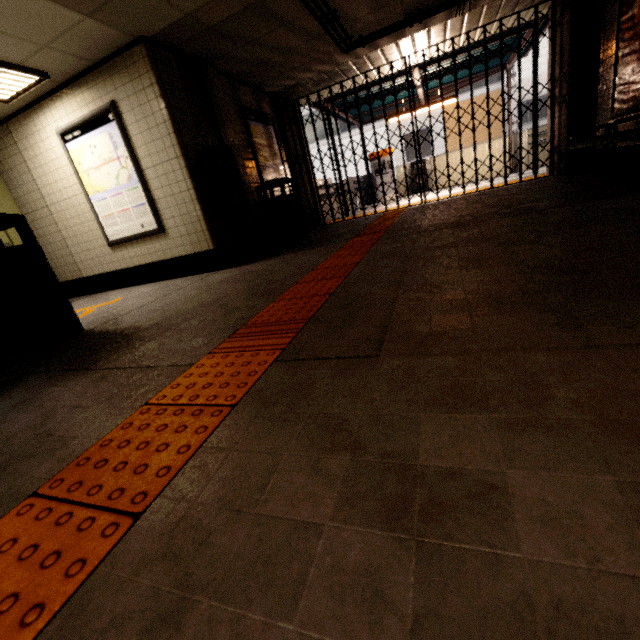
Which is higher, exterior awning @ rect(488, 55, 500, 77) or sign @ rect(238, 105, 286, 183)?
exterior awning @ rect(488, 55, 500, 77)

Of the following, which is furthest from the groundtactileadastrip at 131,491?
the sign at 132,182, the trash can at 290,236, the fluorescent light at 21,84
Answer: the fluorescent light at 21,84

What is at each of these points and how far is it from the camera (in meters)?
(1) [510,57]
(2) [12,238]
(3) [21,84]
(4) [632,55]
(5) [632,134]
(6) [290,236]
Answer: (1) exterior awning, 9.18
(2) elevator, 5.71
(3) fluorescent light, 4.25
(4) sign, 4.38
(5) bench, 3.29
(6) trash can, 5.95

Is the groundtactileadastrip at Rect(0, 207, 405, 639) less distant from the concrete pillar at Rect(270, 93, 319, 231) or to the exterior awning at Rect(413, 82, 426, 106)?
the concrete pillar at Rect(270, 93, 319, 231)

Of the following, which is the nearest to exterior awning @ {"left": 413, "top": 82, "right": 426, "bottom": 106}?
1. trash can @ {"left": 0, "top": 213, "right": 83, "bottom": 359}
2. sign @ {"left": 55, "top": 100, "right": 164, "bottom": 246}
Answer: sign @ {"left": 55, "top": 100, "right": 164, "bottom": 246}

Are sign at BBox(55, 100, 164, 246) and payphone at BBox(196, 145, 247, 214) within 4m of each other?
yes

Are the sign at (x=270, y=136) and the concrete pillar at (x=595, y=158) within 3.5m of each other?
no

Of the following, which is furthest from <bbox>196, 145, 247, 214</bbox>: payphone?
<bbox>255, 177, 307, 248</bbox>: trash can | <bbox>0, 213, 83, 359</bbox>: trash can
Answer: <bbox>0, 213, 83, 359</bbox>: trash can
